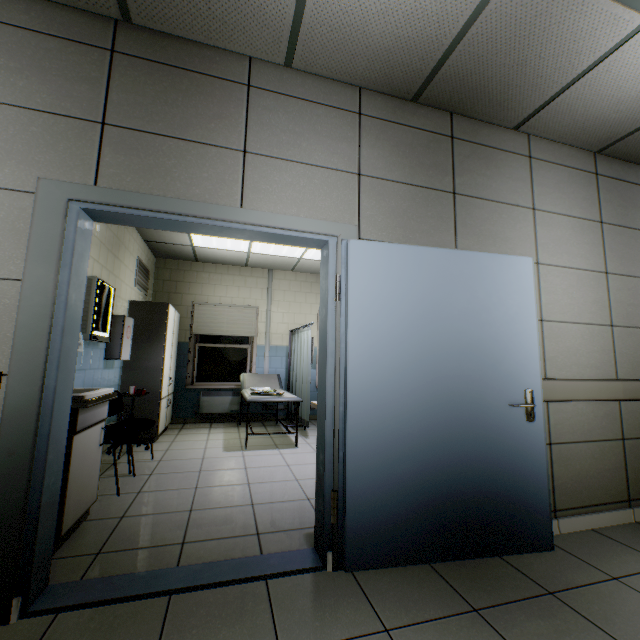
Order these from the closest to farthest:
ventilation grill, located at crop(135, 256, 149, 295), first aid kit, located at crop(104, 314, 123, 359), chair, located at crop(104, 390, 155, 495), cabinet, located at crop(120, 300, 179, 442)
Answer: chair, located at crop(104, 390, 155, 495), first aid kit, located at crop(104, 314, 123, 359), cabinet, located at crop(120, 300, 179, 442), ventilation grill, located at crop(135, 256, 149, 295)

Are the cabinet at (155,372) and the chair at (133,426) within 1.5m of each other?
yes

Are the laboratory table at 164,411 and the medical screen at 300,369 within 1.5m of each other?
no

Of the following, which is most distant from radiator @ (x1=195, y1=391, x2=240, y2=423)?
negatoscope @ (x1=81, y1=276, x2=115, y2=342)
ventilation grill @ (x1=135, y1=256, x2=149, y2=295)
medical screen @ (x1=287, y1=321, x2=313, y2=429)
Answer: negatoscope @ (x1=81, y1=276, x2=115, y2=342)

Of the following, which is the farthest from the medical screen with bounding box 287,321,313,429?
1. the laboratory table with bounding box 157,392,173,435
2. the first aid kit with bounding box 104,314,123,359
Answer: the first aid kit with bounding box 104,314,123,359

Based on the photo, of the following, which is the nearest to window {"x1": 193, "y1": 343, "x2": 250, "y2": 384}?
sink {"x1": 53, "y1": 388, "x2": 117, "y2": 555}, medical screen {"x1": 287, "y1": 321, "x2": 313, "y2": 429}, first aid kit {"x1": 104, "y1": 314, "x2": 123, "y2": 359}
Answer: medical screen {"x1": 287, "y1": 321, "x2": 313, "y2": 429}

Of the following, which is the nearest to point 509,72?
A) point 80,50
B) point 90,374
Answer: point 80,50

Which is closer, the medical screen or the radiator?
the medical screen
